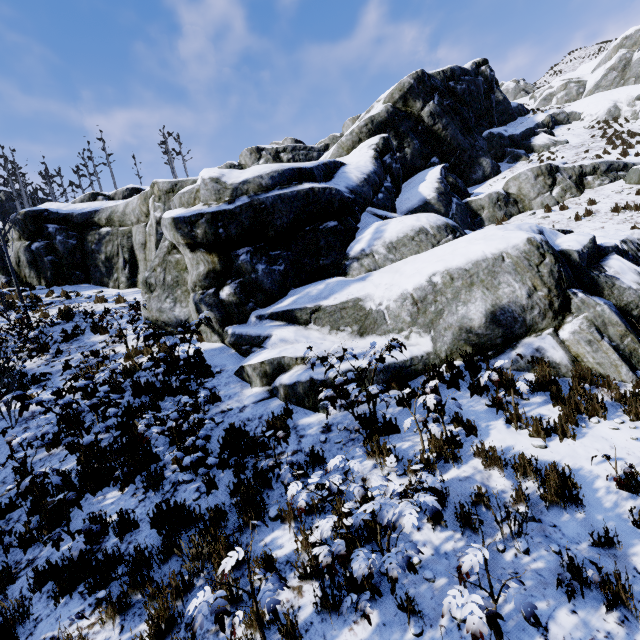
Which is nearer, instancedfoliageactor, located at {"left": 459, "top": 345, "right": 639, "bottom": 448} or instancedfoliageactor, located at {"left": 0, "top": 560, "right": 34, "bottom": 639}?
instancedfoliageactor, located at {"left": 0, "top": 560, "right": 34, "bottom": 639}

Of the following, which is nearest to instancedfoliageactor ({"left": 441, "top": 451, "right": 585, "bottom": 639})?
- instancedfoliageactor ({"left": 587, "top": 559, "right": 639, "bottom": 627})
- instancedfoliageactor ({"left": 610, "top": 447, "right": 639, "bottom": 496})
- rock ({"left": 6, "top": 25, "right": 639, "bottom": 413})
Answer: rock ({"left": 6, "top": 25, "right": 639, "bottom": 413})

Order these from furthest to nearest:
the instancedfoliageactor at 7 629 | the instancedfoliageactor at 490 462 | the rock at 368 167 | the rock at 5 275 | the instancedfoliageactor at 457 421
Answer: the rock at 5 275, the rock at 368 167, the instancedfoliageactor at 457 421, the instancedfoliageactor at 490 462, the instancedfoliageactor at 7 629

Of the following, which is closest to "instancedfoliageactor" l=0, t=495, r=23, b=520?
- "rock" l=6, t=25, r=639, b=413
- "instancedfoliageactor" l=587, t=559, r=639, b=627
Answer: "rock" l=6, t=25, r=639, b=413

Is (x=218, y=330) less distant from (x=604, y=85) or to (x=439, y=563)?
(x=439, y=563)

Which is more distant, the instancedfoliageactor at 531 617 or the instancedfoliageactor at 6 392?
the instancedfoliageactor at 6 392

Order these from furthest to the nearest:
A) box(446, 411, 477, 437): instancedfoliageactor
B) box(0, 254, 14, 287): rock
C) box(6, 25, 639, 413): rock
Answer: box(0, 254, 14, 287): rock
box(6, 25, 639, 413): rock
box(446, 411, 477, 437): instancedfoliageactor

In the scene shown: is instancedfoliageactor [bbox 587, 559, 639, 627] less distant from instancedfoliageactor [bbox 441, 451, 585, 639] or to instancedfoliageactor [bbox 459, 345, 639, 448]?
instancedfoliageactor [bbox 441, 451, 585, 639]
